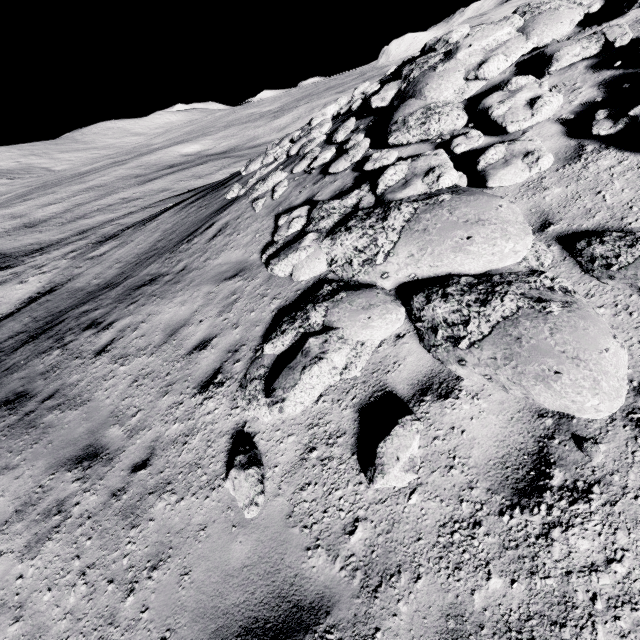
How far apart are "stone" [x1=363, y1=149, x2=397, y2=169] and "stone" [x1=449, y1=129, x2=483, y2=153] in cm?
106

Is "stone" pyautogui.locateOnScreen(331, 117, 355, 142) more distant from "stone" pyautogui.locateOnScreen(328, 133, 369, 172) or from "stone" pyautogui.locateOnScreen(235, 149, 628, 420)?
"stone" pyautogui.locateOnScreen(235, 149, 628, 420)

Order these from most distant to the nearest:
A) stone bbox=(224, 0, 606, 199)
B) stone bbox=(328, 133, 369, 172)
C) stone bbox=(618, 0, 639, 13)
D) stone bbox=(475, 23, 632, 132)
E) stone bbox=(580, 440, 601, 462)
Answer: stone bbox=(328, 133, 369, 172)
stone bbox=(224, 0, 606, 199)
stone bbox=(618, 0, 639, 13)
stone bbox=(475, 23, 632, 132)
stone bbox=(580, 440, 601, 462)

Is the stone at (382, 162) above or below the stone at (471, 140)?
below

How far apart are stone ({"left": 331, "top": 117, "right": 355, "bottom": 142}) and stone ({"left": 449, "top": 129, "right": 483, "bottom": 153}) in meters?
3.9 m

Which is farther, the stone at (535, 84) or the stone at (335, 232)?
the stone at (535, 84)

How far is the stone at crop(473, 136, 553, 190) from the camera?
4.2 meters

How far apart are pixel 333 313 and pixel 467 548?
2.76m
